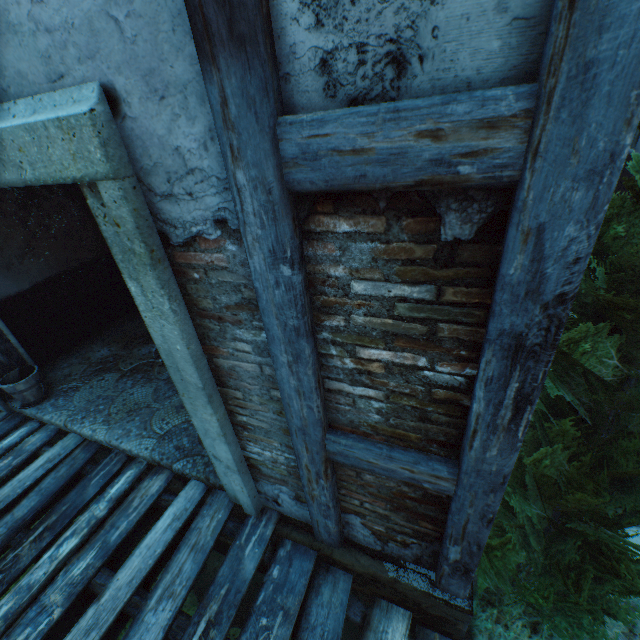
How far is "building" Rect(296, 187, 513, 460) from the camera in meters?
1.1

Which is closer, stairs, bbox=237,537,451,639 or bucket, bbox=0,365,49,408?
stairs, bbox=237,537,451,639

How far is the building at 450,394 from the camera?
1.12m

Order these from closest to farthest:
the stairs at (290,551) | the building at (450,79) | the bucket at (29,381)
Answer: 1. the building at (450,79)
2. the stairs at (290,551)
3. the bucket at (29,381)

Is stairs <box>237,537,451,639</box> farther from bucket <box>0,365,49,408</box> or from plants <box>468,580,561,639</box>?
bucket <box>0,365,49,408</box>

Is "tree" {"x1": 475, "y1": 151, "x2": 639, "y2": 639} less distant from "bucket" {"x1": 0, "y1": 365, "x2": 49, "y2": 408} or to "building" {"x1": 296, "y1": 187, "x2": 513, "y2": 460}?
"building" {"x1": 296, "y1": 187, "x2": 513, "y2": 460}

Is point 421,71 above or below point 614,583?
above

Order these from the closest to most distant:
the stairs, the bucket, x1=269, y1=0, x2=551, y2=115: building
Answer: x1=269, y1=0, x2=551, y2=115: building
the stairs
the bucket
